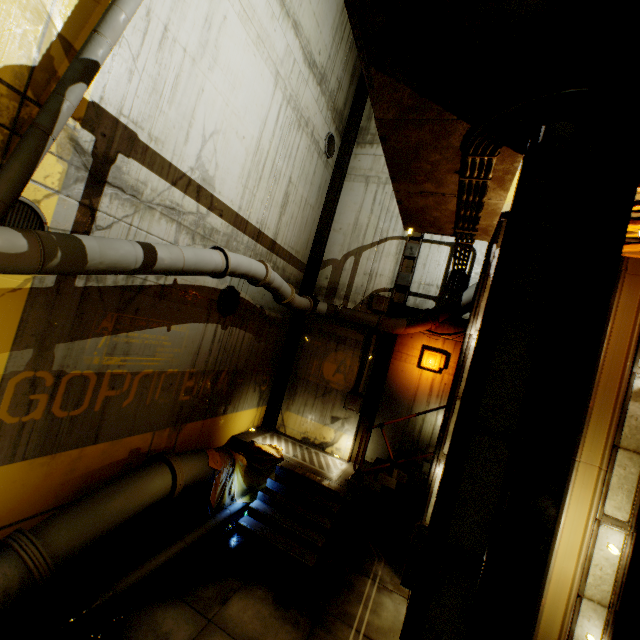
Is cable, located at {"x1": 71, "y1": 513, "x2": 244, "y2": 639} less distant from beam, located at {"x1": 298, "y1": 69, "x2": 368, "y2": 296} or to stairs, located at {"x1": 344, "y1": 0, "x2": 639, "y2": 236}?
stairs, located at {"x1": 344, "y1": 0, "x2": 639, "y2": 236}

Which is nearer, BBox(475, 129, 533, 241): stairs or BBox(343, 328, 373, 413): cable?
BBox(475, 129, 533, 241): stairs

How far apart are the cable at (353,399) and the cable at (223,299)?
4.5 meters

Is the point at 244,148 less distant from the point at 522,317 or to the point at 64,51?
the point at 64,51

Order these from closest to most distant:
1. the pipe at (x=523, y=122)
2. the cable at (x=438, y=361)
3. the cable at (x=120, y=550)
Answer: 1. the pipe at (x=523, y=122)
2. the cable at (x=120, y=550)
3. the cable at (x=438, y=361)

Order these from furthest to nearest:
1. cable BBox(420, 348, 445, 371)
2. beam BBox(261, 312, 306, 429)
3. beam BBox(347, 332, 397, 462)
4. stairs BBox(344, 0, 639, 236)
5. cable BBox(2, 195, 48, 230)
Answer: beam BBox(261, 312, 306, 429)
beam BBox(347, 332, 397, 462)
cable BBox(420, 348, 445, 371)
cable BBox(2, 195, 48, 230)
stairs BBox(344, 0, 639, 236)

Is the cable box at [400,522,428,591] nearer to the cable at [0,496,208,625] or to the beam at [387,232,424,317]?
the cable at [0,496,208,625]

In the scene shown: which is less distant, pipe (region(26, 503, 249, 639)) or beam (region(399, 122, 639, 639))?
beam (region(399, 122, 639, 639))
